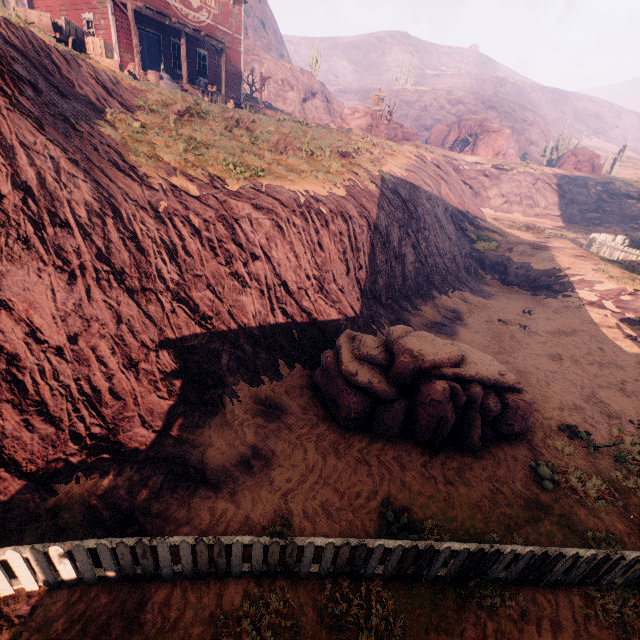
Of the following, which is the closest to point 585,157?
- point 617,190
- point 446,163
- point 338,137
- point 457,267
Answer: point 617,190

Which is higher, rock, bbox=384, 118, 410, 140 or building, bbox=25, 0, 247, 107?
building, bbox=25, 0, 247, 107

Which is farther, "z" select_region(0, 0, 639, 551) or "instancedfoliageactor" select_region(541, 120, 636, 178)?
"instancedfoliageactor" select_region(541, 120, 636, 178)

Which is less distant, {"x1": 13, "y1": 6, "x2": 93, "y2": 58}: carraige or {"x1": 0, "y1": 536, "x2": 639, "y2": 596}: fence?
{"x1": 0, "y1": 536, "x2": 639, "y2": 596}: fence

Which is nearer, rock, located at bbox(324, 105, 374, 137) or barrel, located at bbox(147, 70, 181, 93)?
barrel, located at bbox(147, 70, 181, 93)

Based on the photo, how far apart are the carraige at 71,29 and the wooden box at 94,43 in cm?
4

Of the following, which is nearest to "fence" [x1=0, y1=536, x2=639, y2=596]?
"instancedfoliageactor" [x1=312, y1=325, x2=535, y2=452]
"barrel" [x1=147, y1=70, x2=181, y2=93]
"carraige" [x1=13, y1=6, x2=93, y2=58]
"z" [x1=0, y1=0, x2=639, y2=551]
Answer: "z" [x1=0, y1=0, x2=639, y2=551]

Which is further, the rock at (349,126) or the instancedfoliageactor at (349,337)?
the rock at (349,126)
